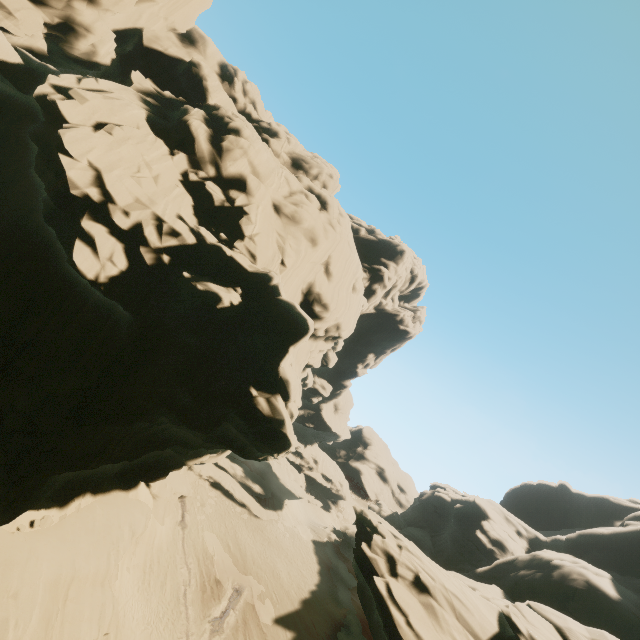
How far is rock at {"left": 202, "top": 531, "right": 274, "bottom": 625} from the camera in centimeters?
2967cm

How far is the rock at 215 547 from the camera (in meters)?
29.67

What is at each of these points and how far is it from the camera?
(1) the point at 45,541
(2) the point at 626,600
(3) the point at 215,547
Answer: (1) rock, 19.2m
(2) rock, 28.5m
(3) rock, 32.7m

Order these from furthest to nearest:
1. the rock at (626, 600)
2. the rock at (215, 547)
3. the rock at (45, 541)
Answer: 1. the rock at (215, 547)
2. the rock at (626, 600)
3. the rock at (45, 541)

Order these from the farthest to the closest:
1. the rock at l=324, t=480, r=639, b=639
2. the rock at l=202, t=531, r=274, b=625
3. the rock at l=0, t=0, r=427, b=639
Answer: the rock at l=202, t=531, r=274, b=625, the rock at l=324, t=480, r=639, b=639, the rock at l=0, t=0, r=427, b=639

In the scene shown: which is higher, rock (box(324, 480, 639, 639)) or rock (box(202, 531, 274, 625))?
rock (box(324, 480, 639, 639))

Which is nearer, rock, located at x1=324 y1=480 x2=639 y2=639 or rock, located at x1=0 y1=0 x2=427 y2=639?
rock, located at x1=0 y1=0 x2=427 y2=639
